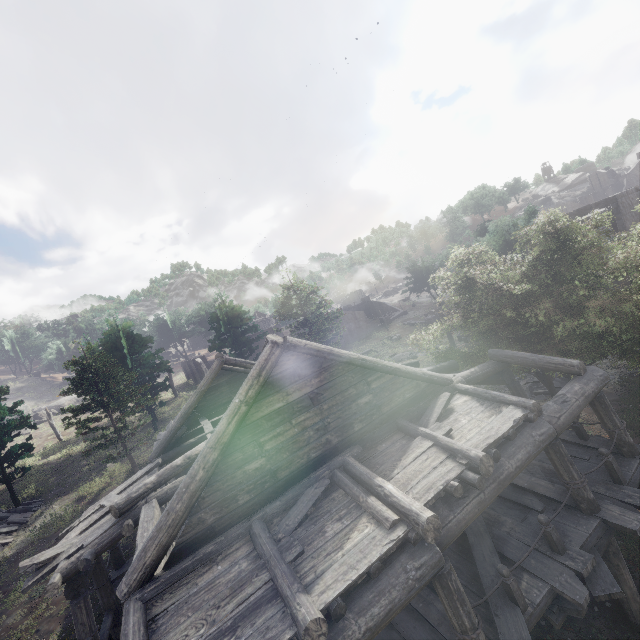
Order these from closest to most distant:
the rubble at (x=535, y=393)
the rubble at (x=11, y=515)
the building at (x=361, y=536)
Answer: the building at (x=361, y=536) → the rubble at (x=535, y=393) → the rubble at (x=11, y=515)

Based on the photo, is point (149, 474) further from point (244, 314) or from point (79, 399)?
point (79, 399)

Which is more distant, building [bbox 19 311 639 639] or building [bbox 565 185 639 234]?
building [bbox 565 185 639 234]

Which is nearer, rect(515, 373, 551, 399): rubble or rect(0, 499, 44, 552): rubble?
rect(515, 373, 551, 399): rubble

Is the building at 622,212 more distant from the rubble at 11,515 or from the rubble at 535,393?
the rubble at 11,515

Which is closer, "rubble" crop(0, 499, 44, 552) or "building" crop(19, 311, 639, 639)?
"building" crop(19, 311, 639, 639)

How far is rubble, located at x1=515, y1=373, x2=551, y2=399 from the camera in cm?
1706
